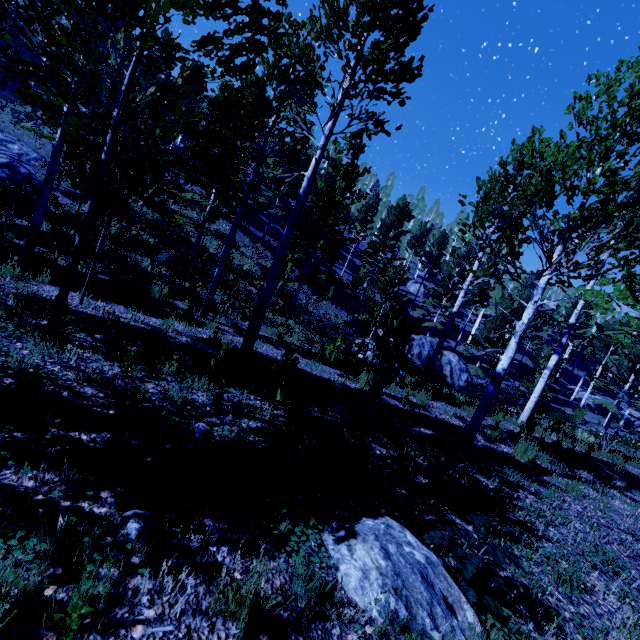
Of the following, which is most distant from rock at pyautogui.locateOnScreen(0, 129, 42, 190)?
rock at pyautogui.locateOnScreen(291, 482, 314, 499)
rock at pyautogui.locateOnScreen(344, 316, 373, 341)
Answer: rock at pyautogui.locateOnScreen(291, 482, 314, 499)

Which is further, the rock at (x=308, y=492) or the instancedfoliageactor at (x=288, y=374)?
the instancedfoliageactor at (x=288, y=374)

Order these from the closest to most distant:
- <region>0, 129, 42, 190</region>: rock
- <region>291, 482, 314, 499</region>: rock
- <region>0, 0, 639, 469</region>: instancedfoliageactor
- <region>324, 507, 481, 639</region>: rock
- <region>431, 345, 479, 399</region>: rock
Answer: <region>324, 507, 481, 639</region>: rock < <region>291, 482, 314, 499</region>: rock < <region>0, 0, 639, 469</region>: instancedfoliageactor < <region>0, 129, 42, 190</region>: rock < <region>431, 345, 479, 399</region>: rock

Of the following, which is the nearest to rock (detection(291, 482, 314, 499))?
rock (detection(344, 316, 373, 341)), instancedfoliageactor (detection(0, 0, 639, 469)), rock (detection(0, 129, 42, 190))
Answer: Result: instancedfoliageactor (detection(0, 0, 639, 469))

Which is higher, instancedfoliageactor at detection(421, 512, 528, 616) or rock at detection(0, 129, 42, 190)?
rock at detection(0, 129, 42, 190)

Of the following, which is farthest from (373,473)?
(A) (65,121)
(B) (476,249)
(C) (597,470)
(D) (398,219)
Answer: (D) (398,219)

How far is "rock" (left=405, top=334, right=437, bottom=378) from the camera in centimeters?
1756cm

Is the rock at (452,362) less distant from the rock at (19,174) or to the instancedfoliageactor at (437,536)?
the instancedfoliageactor at (437,536)
